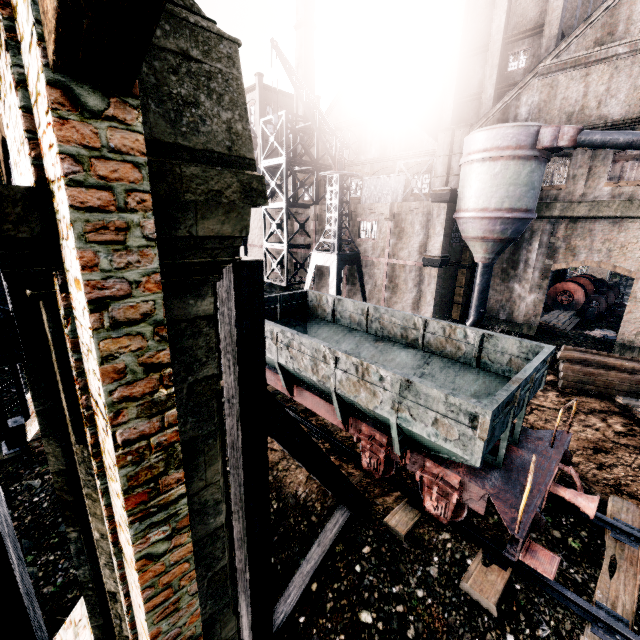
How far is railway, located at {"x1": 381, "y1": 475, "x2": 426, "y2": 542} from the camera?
8.0 meters

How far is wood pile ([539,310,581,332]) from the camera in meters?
25.0 m

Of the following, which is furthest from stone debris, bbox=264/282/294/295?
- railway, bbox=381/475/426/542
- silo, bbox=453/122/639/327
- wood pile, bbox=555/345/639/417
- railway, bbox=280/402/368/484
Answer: wood pile, bbox=555/345/639/417

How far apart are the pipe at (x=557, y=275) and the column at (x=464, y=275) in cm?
1307

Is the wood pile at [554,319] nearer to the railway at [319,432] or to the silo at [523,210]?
the silo at [523,210]

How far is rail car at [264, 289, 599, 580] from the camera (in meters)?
6.54

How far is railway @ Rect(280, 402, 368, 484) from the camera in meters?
9.7

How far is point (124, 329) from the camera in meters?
2.3 m
